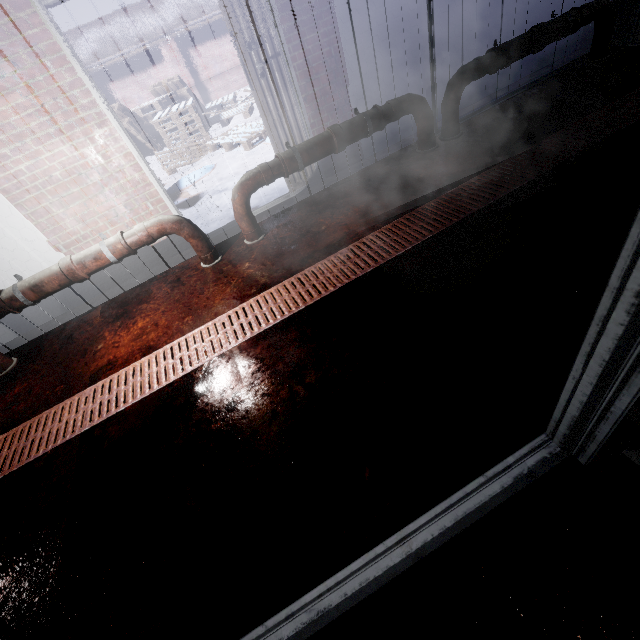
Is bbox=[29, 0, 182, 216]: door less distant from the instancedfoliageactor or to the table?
the instancedfoliageactor

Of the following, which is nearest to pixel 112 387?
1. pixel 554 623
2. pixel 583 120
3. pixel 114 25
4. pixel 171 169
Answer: pixel 554 623

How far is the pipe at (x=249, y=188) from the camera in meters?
2.8 m

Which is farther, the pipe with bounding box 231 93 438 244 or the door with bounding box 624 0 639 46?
the door with bounding box 624 0 639 46

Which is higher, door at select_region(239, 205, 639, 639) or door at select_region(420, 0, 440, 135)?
door at select_region(420, 0, 440, 135)

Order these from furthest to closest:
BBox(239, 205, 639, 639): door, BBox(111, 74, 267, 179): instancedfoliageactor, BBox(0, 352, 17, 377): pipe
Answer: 1. BBox(111, 74, 267, 179): instancedfoliageactor
2. BBox(0, 352, 17, 377): pipe
3. BBox(239, 205, 639, 639): door

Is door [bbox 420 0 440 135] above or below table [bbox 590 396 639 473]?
above

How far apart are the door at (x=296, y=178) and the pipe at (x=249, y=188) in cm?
38
